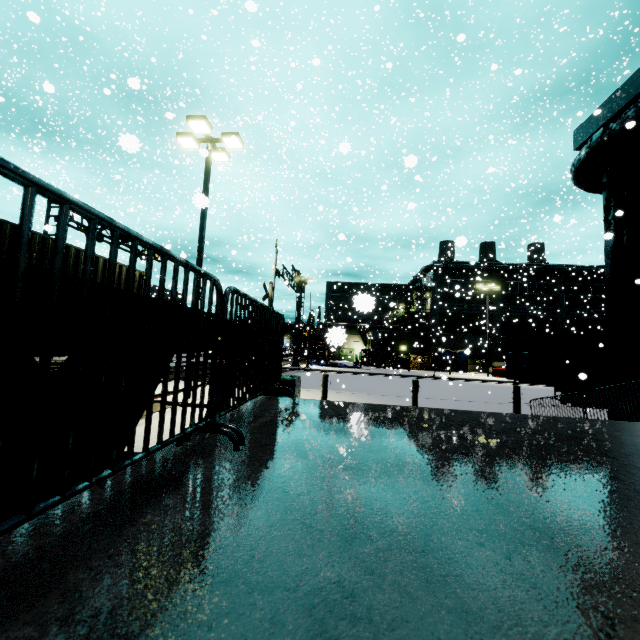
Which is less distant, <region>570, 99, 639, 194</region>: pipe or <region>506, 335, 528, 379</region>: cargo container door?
<region>570, 99, 639, 194</region>: pipe

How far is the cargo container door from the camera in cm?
1547

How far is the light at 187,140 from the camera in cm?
1114

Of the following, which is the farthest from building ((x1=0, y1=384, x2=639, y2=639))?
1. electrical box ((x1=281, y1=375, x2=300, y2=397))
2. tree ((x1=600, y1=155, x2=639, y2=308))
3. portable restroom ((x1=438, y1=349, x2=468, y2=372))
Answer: electrical box ((x1=281, y1=375, x2=300, y2=397))

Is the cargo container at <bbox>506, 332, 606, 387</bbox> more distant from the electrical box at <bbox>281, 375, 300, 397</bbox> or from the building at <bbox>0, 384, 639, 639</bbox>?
the electrical box at <bbox>281, 375, 300, 397</bbox>

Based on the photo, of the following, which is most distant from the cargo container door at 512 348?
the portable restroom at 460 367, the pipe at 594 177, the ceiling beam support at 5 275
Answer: the portable restroom at 460 367

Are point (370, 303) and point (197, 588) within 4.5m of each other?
yes

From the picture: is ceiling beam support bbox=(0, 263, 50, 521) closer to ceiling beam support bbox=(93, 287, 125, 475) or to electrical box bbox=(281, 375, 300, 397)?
ceiling beam support bbox=(93, 287, 125, 475)
